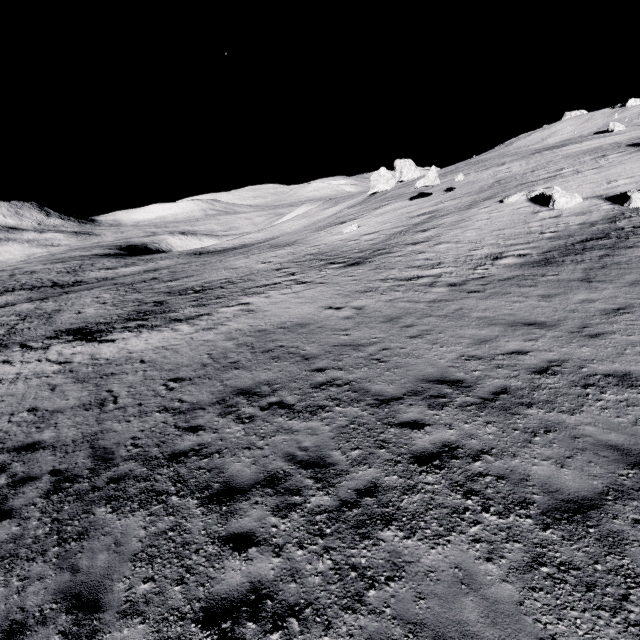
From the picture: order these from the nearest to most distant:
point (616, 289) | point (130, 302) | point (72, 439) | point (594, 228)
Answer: point (72, 439), point (616, 289), point (594, 228), point (130, 302)

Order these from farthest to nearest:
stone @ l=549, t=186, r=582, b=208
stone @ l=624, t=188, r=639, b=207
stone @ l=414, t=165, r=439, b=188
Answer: stone @ l=414, t=165, r=439, b=188 < stone @ l=549, t=186, r=582, b=208 < stone @ l=624, t=188, r=639, b=207

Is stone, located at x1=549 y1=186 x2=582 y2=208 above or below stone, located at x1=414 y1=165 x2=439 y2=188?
below

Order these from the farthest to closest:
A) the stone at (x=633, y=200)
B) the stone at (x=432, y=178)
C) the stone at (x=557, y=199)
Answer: the stone at (x=432, y=178) < the stone at (x=557, y=199) < the stone at (x=633, y=200)

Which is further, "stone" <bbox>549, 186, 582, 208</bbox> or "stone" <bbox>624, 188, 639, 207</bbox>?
"stone" <bbox>549, 186, 582, 208</bbox>

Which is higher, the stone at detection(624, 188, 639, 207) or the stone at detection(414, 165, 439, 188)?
the stone at detection(414, 165, 439, 188)

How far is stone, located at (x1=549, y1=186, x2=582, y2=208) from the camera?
21.12m

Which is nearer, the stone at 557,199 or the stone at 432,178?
the stone at 557,199
